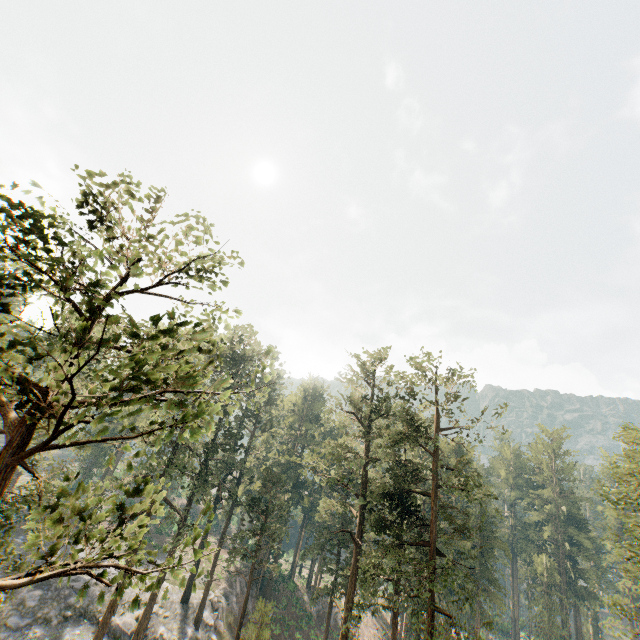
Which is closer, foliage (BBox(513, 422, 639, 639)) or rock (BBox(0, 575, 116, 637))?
→ foliage (BBox(513, 422, 639, 639))

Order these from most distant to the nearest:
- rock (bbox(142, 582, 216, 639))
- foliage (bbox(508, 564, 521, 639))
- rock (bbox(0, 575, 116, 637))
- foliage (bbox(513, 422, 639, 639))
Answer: foliage (bbox(508, 564, 521, 639)), rock (bbox(142, 582, 216, 639)), rock (bbox(0, 575, 116, 637)), foliage (bbox(513, 422, 639, 639))

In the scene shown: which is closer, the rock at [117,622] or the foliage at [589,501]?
the foliage at [589,501]

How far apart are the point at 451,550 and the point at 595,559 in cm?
4453

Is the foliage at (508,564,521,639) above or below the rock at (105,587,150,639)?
above

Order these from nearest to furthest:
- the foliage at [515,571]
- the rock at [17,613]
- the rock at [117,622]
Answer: the rock at [17,613] → the rock at [117,622] → the foliage at [515,571]

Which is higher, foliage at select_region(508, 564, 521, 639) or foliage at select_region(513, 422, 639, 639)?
foliage at select_region(513, 422, 639, 639)
